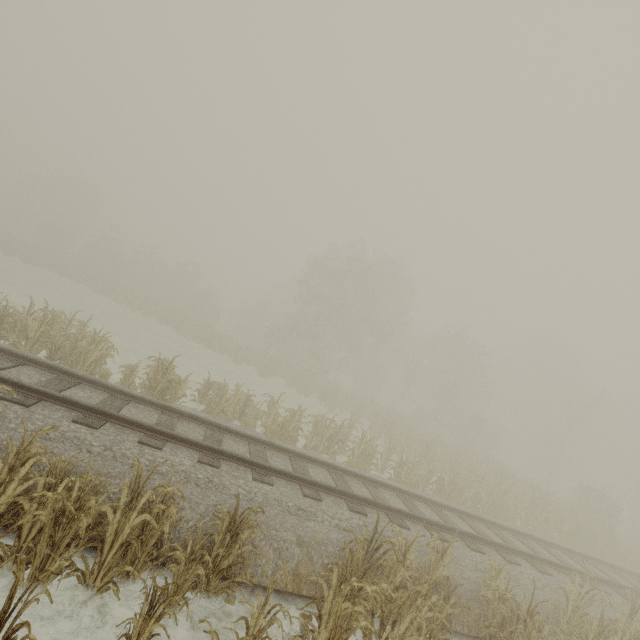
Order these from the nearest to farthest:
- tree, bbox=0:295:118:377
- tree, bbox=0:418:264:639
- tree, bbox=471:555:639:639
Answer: tree, bbox=0:418:264:639 → tree, bbox=471:555:639:639 → tree, bbox=0:295:118:377

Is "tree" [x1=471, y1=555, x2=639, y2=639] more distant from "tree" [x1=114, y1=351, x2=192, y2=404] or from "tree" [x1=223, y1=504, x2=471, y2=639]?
"tree" [x1=114, y1=351, x2=192, y2=404]

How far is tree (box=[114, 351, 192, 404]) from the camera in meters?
10.3

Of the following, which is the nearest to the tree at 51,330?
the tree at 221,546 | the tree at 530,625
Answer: the tree at 221,546

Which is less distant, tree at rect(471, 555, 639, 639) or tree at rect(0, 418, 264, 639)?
tree at rect(0, 418, 264, 639)

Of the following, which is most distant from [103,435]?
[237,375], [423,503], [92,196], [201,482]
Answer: [92,196]

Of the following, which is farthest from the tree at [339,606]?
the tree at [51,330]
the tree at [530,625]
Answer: the tree at [51,330]

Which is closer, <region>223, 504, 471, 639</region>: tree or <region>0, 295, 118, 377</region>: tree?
<region>223, 504, 471, 639</region>: tree
